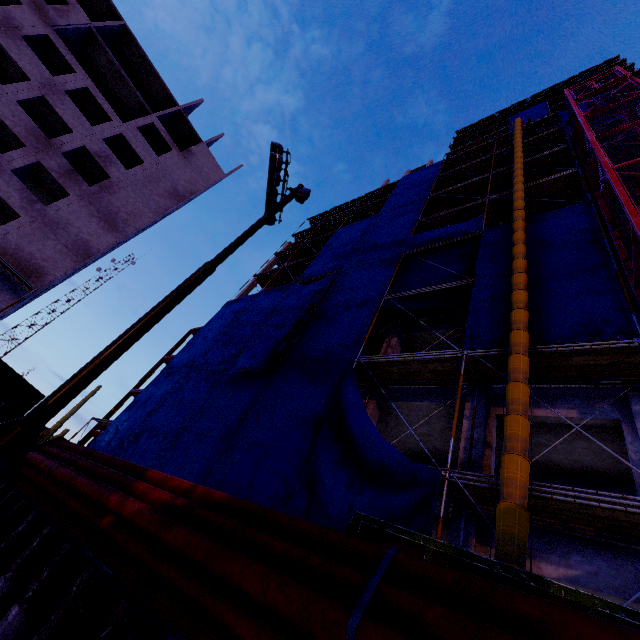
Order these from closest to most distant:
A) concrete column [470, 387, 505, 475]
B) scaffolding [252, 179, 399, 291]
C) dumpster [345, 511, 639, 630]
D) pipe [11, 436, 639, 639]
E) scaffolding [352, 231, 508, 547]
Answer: pipe [11, 436, 639, 639]
dumpster [345, 511, 639, 630]
scaffolding [352, 231, 508, 547]
concrete column [470, 387, 505, 475]
scaffolding [252, 179, 399, 291]

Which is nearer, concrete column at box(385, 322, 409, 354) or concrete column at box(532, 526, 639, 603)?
concrete column at box(532, 526, 639, 603)

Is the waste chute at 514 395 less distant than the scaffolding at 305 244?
Yes

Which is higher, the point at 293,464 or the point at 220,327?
the point at 220,327

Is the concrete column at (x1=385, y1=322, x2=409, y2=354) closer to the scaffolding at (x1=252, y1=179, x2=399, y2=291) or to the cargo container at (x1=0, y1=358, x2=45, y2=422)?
the scaffolding at (x1=252, y1=179, x2=399, y2=291)

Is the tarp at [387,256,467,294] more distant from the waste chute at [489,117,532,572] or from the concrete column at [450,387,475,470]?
the concrete column at [450,387,475,470]

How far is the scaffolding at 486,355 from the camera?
7.5m

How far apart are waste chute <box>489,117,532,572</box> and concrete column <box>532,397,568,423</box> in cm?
219
